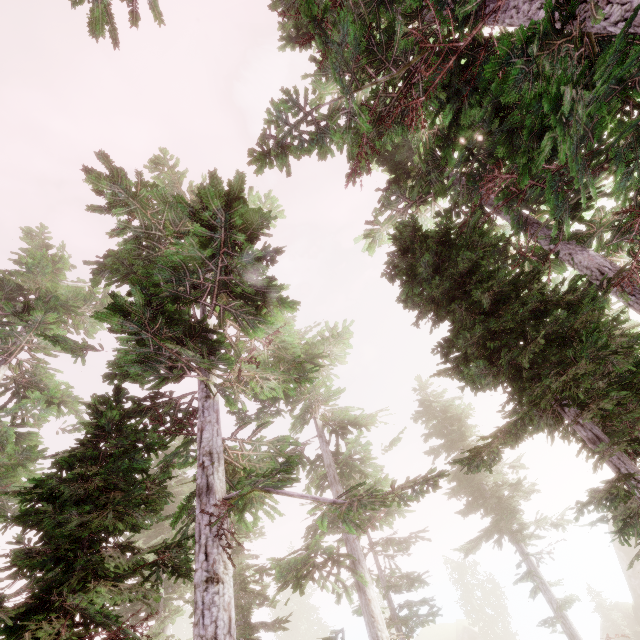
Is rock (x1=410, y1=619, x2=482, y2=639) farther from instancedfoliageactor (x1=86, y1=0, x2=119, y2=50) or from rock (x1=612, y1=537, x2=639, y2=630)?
rock (x1=612, y1=537, x2=639, y2=630)

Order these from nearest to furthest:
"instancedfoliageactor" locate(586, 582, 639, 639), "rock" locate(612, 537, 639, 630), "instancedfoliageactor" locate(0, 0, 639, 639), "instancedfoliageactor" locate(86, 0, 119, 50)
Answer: "instancedfoliageactor" locate(0, 0, 639, 639), "instancedfoliageactor" locate(86, 0, 119, 50), "instancedfoliageactor" locate(586, 582, 639, 639), "rock" locate(612, 537, 639, 630)

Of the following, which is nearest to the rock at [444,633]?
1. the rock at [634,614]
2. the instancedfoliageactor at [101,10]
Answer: the instancedfoliageactor at [101,10]

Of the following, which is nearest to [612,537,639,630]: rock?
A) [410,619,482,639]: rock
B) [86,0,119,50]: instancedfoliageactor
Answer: [86,0,119,50]: instancedfoliageactor

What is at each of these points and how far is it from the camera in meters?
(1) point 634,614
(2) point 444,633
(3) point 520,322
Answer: (1) rock, 30.6 m
(2) rock, 46.8 m
(3) instancedfoliageactor, 7.6 m
